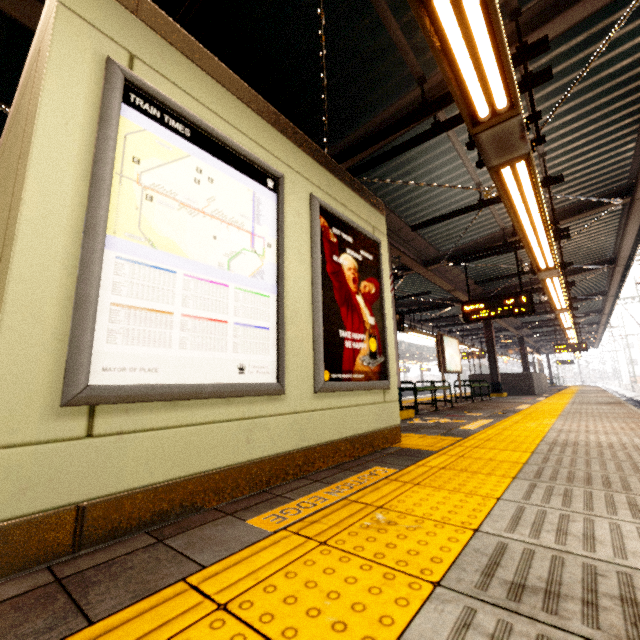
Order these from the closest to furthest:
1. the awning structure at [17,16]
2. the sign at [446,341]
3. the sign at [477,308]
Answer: the awning structure at [17,16] → the sign at [477,308] → the sign at [446,341]

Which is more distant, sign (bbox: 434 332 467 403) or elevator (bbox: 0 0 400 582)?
sign (bbox: 434 332 467 403)

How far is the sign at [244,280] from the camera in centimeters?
150cm

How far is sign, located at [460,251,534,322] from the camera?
7.3m

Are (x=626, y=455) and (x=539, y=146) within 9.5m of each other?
yes

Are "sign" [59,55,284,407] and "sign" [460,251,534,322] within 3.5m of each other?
no

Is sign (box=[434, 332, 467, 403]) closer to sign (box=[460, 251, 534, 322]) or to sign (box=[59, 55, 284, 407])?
sign (box=[460, 251, 534, 322])

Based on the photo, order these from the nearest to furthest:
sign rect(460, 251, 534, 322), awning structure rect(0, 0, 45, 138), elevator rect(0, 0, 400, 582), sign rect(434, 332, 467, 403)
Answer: elevator rect(0, 0, 400, 582)
awning structure rect(0, 0, 45, 138)
sign rect(460, 251, 534, 322)
sign rect(434, 332, 467, 403)
